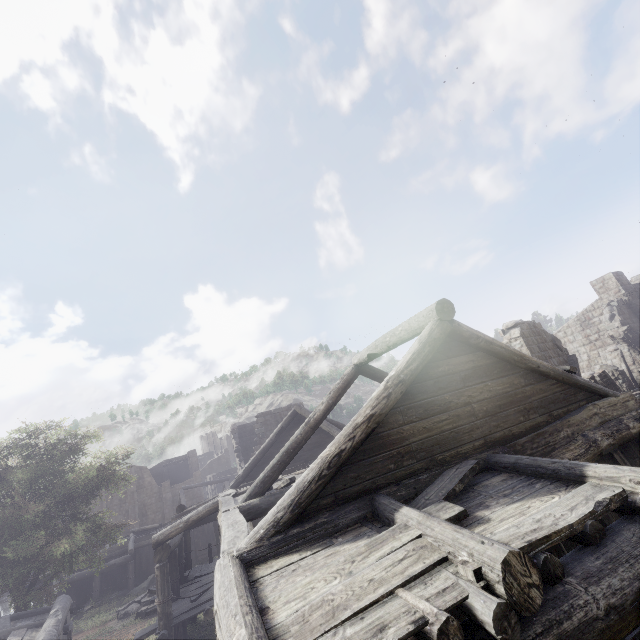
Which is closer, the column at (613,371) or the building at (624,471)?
the building at (624,471)

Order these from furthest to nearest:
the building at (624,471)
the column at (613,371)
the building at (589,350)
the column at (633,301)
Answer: the building at (589,350) < the column at (633,301) < the column at (613,371) < the building at (624,471)

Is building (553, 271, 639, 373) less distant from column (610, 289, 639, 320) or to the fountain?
column (610, 289, 639, 320)

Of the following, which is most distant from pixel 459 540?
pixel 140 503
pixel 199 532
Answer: pixel 140 503

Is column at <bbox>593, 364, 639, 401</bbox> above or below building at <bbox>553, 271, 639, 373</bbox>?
below

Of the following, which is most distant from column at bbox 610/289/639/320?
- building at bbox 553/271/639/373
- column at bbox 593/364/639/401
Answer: column at bbox 593/364/639/401

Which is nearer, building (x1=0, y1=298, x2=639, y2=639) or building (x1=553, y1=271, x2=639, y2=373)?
building (x1=0, y1=298, x2=639, y2=639)

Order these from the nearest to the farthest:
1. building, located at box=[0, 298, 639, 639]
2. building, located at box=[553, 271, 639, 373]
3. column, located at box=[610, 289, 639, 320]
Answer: building, located at box=[0, 298, 639, 639]
column, located at box=[610, 289, 639, 320]
building, located at box=[553, 271, 639, 373]
